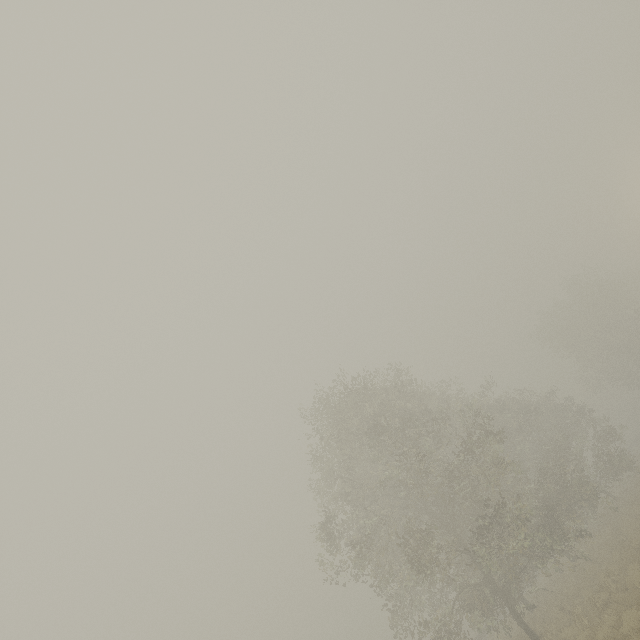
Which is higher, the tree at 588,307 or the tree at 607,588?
the tree at 588,307

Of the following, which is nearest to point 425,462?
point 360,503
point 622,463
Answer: point 360,503

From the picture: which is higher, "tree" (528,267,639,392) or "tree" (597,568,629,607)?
"tree" (528,267,639,392)

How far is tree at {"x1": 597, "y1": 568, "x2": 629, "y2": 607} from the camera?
12.7m

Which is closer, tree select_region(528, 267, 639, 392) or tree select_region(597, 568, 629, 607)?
tree select_region(597, 568, 629, 607)

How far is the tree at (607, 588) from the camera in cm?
1266
